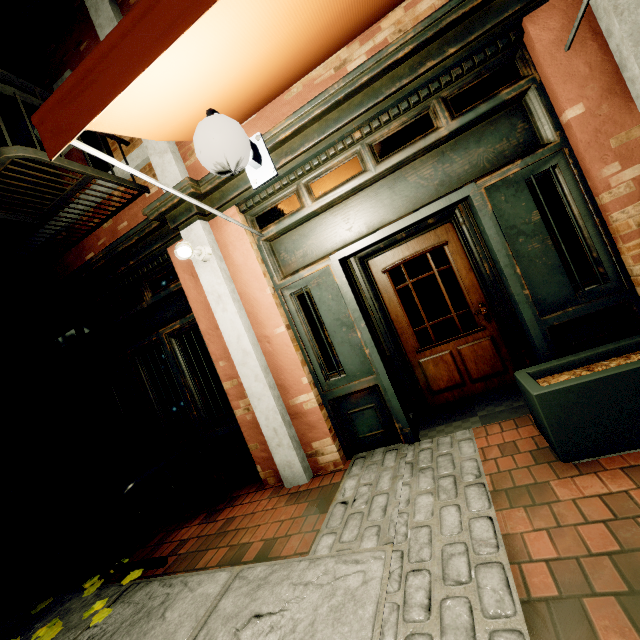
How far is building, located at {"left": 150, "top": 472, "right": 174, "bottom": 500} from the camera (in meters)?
4.57

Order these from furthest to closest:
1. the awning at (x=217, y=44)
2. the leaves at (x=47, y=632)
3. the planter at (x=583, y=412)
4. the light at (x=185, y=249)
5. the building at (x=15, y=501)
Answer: the building at (x=15, y=501)
the light at (x=185, y=249)
the leaves at (x=47, y=632)
the planter at (x=583, y=412)
the awning at (x=217, y=44)

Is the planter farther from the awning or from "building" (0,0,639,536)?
the awning

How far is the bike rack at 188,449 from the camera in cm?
303

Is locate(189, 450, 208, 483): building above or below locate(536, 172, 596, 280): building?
below

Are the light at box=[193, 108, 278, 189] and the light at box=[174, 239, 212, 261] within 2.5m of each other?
yes

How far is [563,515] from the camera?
1.8m

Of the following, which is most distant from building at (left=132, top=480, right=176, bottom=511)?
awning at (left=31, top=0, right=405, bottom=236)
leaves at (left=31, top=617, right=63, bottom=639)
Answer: leaves at (left=31, top=617, right=63, bottom=639)
